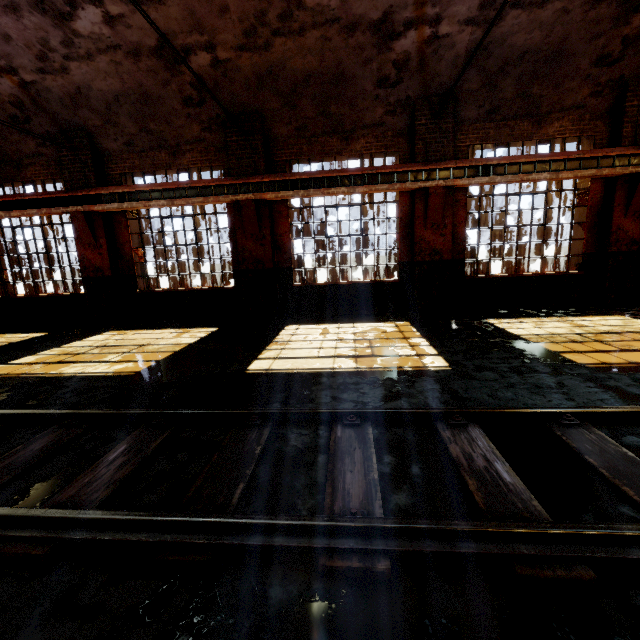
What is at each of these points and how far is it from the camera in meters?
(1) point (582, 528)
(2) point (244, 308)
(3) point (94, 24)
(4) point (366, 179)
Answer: (1) rail track, 1.8
(2) building, 9.6
(3) building, 6.9
(4) beam, 8.4

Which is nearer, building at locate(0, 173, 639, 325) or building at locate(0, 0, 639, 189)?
building at locate(0, 0, 639, 189)

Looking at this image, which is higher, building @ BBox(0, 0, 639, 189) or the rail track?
building @ BBox(0, 0, 639, 189)

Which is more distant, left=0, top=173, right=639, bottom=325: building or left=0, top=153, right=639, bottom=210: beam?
left=0, top=173, right=639, bottom=325: building

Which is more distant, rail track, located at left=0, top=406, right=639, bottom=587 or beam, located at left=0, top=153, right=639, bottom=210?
beam, located at left=0, top=153, right=639, bottom=210

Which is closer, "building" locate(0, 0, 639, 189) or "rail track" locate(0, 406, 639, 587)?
"rail track" locate(0, 406, 639, 587)

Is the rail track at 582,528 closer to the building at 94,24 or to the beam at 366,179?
the building at 94,24

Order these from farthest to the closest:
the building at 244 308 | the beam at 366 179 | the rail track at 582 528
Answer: the building at 244 308, the beam at 366 179, the rail track at 582 528
